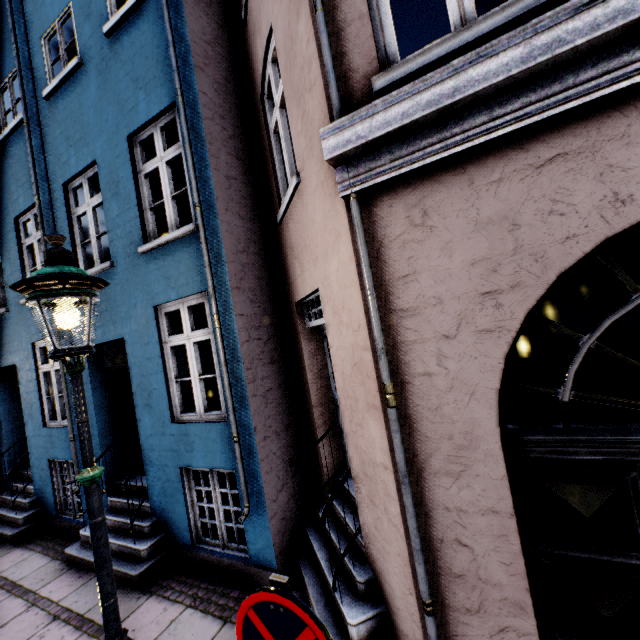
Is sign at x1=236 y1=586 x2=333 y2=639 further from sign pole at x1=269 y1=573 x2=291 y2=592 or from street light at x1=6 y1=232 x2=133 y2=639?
street light at x1=6 y1=232 x2=133 y2=639

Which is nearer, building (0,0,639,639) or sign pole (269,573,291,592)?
sign pole (269,573,291,592)

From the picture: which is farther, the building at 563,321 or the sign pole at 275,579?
the building at 563,321

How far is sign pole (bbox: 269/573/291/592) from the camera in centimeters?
138cm

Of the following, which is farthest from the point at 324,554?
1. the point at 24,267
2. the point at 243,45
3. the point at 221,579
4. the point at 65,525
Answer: the point at 24,267

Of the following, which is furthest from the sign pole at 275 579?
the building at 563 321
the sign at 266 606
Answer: the building at 563 321

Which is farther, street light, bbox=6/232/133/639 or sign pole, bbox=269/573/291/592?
street light, bbox=6/232/133/639

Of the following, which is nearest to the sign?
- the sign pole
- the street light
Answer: the sign pole
